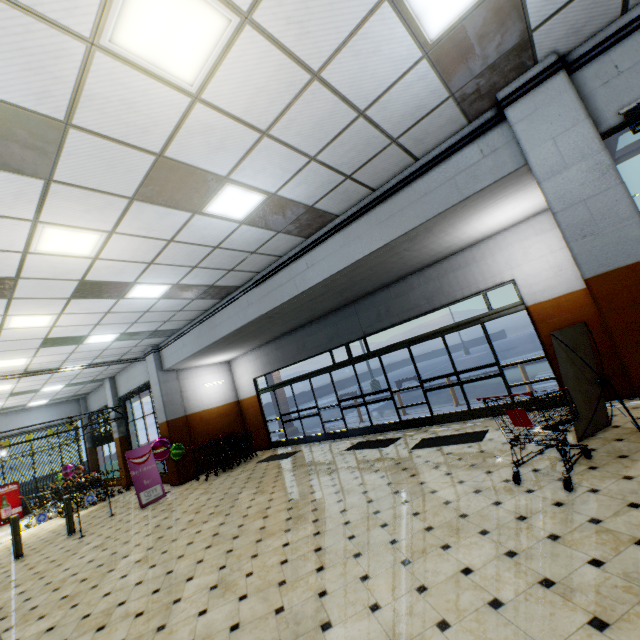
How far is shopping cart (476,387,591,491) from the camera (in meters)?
3.77

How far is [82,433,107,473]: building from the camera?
17.4 meters

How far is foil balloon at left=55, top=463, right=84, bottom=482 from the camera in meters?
16.2

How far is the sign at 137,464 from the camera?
9.4 meters

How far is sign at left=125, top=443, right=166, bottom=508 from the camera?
9.4 meters

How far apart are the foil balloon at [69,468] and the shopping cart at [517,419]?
19.61m

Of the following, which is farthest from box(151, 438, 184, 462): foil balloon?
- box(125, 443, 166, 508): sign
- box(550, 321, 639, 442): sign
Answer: box(550, 321, 639, 442): sign

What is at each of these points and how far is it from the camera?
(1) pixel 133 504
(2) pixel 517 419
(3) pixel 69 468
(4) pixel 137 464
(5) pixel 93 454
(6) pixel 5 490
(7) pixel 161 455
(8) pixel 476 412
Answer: (1) building, 10.19m
(2) shopping cart, 4.07m
(3) foil balloon, 16.20m
(4) sign, 9.70m
(5) building, 17.66m
(6) sign, 14.66m
(7) foil balloon, 10.53m
(8) door, 7.89m
